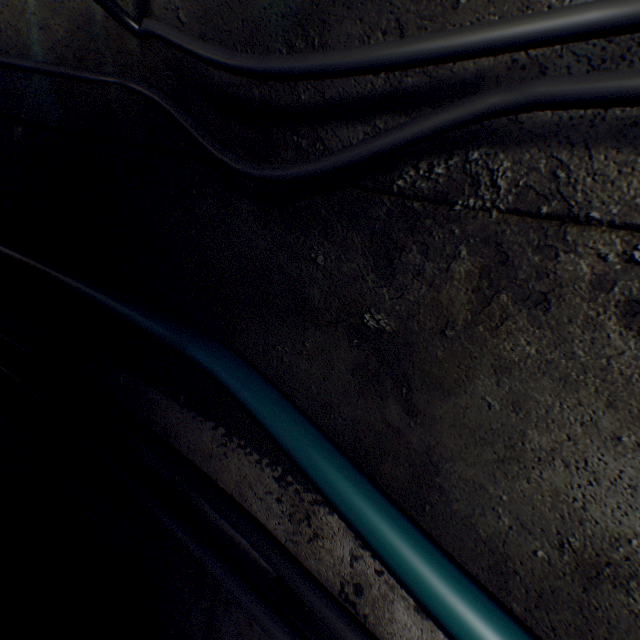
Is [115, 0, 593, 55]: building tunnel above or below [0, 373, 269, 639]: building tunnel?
above

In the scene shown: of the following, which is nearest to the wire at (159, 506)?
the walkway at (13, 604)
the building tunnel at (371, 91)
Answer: the building tunnel at (371, 91)

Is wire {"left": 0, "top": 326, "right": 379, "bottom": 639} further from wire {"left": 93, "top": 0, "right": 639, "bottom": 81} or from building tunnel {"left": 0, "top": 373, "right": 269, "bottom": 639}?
wire {"left": 93, "top": 0, "right": 639, "bottom": 81}

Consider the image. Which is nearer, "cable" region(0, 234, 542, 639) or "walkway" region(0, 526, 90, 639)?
"cable" region(0, 234, 542, 639)

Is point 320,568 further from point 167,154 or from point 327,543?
point 167,154

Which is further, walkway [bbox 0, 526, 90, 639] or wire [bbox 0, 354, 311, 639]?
walkway [bbox 0, 526, 90, 639]

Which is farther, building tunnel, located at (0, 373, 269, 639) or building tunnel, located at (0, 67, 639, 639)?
building tunnel, located at (0, 373, 269, 639)

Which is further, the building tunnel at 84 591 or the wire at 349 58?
the building tunnel at 84 591
